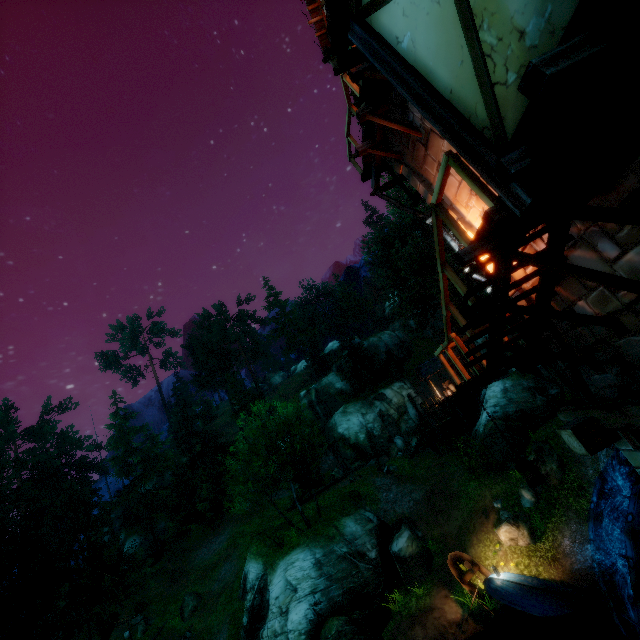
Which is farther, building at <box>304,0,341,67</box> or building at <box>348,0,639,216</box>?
building at <box>304,0,341,67</box>

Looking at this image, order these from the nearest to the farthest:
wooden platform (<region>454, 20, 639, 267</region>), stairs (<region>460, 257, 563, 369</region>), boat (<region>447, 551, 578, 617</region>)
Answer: wooden platform (<region>454, 20, 639, 267</region>) → stairs (<region>460, 257, 563, 369</region>) → boat (<region>447, 551, 578, 617</region>)

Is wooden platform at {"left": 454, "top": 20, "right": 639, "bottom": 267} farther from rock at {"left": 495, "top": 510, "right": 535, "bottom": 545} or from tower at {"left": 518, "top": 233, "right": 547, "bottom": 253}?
rock at {"left": 495, "top": 510, "right": 535, "bottom": 545}

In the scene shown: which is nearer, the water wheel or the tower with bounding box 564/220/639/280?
the tower with bounding box 564/220/639/280

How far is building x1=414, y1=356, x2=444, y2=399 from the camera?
36.4m

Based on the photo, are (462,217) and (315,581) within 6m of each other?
no

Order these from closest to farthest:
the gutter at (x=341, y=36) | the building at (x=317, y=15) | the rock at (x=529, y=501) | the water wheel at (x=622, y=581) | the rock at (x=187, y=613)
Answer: the gutter at (x=341, y=36)
the building at (x=317, y=15)
the water wheel at (x=622, y=581)
the rock at (x=529, y=501)
the rock at (x=187, y=613)

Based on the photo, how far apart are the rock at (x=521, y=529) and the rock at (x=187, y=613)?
24.9m
